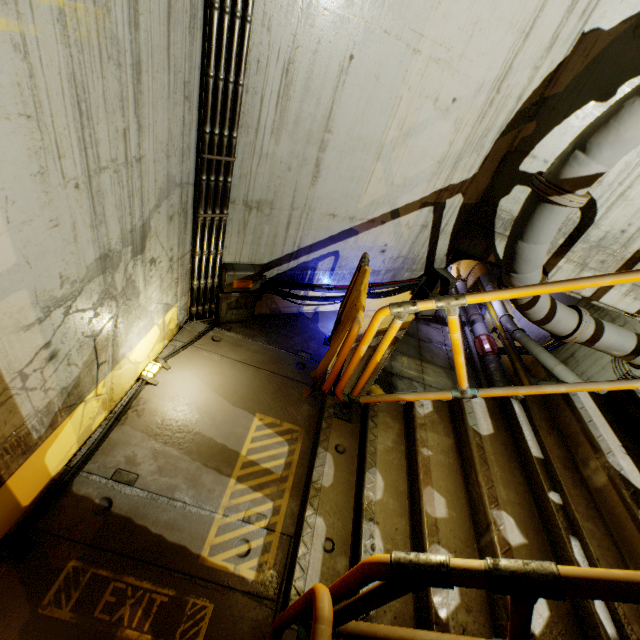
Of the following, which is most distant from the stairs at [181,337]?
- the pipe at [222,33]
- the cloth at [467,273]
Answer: the cloth at [467,273]

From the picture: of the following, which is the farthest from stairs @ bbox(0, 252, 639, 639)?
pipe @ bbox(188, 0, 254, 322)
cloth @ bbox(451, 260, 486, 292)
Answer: cloth @ bbox(451, 260, 486, 292)

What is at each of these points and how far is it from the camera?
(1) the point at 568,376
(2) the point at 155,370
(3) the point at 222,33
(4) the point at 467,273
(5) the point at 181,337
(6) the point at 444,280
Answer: (1) pipe, 10.8 meters
(2) pipe, 3.3 meters
(3) pipe, 2.4 meters
(4) cloth, 20.6 meters
(5) stairs, 3.8 meters
(6) cable, 5.3 meters

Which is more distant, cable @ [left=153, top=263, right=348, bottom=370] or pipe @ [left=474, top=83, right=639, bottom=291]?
cable @ [left=153, top=263, right=348, bottom=370]

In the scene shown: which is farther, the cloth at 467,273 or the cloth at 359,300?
the cloth at 467,273

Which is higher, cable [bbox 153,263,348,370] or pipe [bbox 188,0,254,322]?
pipe [bbox 188,0,254,322]

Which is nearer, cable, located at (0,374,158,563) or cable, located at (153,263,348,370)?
cable, located at (0,374,158,563)

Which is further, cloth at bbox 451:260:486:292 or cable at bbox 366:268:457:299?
cloth at bbox 451:260:486:292
